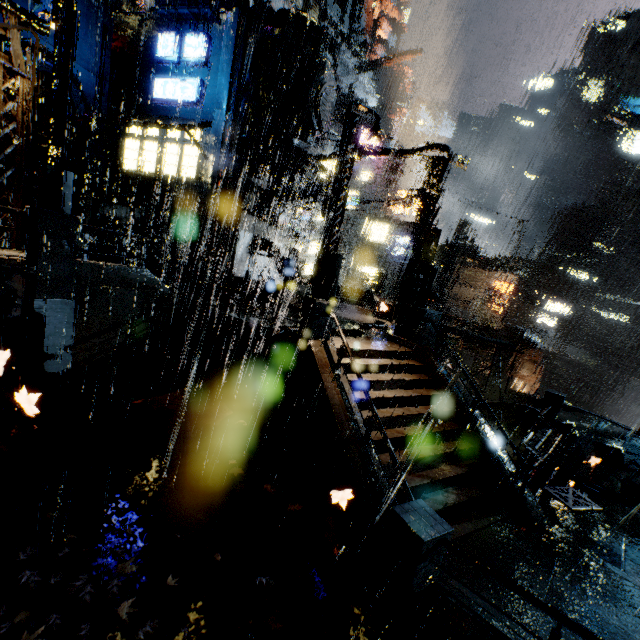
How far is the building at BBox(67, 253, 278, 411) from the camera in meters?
10.5 m

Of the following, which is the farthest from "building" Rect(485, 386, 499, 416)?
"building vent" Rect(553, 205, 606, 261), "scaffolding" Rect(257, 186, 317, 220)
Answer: "building vent" Rect(553, 205, 606, 261)

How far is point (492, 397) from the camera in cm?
2734

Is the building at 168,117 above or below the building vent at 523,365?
above

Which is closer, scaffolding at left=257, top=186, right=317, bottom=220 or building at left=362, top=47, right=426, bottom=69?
scaffolding at left=257, top=186, right=317, bottom=220

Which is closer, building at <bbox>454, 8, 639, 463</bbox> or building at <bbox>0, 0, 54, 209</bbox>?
building at <bbox>0, 0, 54, 209</bbox>

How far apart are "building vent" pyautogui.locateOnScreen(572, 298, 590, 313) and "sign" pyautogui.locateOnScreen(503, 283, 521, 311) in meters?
21.0

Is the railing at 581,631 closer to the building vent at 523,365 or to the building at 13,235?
the building at 13,235
